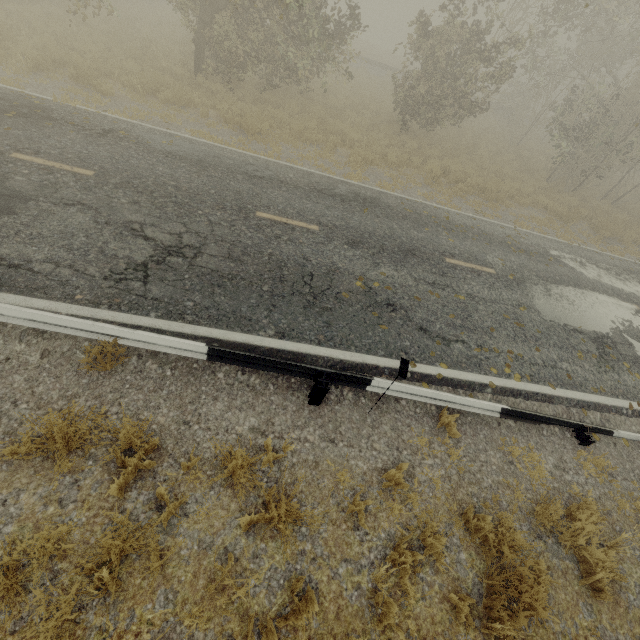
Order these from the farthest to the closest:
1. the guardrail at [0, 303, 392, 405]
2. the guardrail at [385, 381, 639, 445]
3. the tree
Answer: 1. the tree
2. the guardrail at [385, 381, 639, 445]
3. the guardrail at [0, 303, 392, 405]

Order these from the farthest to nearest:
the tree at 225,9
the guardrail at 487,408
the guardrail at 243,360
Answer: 1. the tree at 225,9
2. the guardrail at 487,408
3. the guardrail at 243,360

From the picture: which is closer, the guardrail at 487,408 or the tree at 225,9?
the guardrail at 487,408

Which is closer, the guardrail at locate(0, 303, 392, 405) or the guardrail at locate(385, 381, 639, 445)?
the guardrail at locate(0, 303, 392, 405)

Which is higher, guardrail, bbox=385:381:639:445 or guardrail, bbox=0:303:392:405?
guardrail, bbox=0:303:392:405

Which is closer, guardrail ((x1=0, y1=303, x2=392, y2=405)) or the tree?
guardrail ((x1=0, y1=303, x2=392, y2=405))

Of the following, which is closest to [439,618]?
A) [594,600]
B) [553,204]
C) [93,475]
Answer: [594,600]
